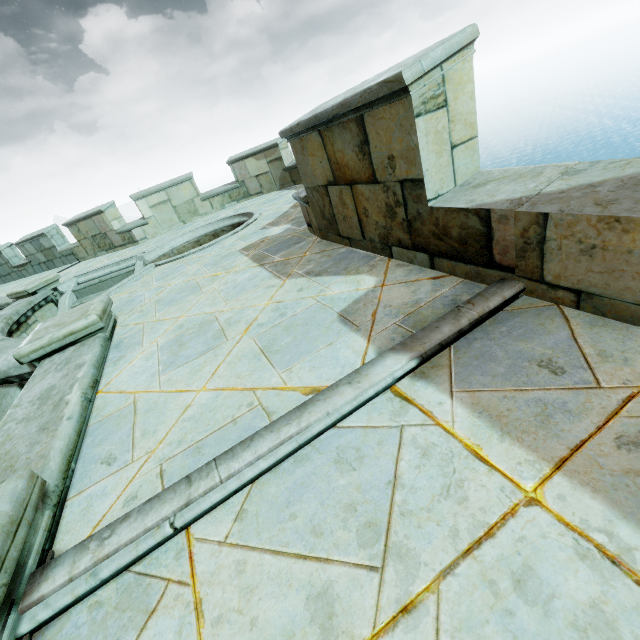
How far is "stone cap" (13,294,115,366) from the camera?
3.6m

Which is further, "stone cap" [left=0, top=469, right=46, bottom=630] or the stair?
the stair

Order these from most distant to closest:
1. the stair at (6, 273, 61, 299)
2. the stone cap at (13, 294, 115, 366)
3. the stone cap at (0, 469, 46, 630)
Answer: the stair at (6, 273, 61, 299) → the stone cap at (13, 294, 115, 366) → the stone cap at (0, 469, 46, 630)

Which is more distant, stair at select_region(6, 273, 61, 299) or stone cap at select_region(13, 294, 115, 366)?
stair at select_region(6, 273, 61, 299)

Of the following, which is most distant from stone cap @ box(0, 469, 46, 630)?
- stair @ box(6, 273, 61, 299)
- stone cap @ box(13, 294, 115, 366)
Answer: stair @ box(6, 273, 61, 299)

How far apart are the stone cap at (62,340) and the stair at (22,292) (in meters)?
5.42

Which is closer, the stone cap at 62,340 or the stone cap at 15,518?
the stone cap at 15,518

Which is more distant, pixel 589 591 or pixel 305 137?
pixel 305 137
